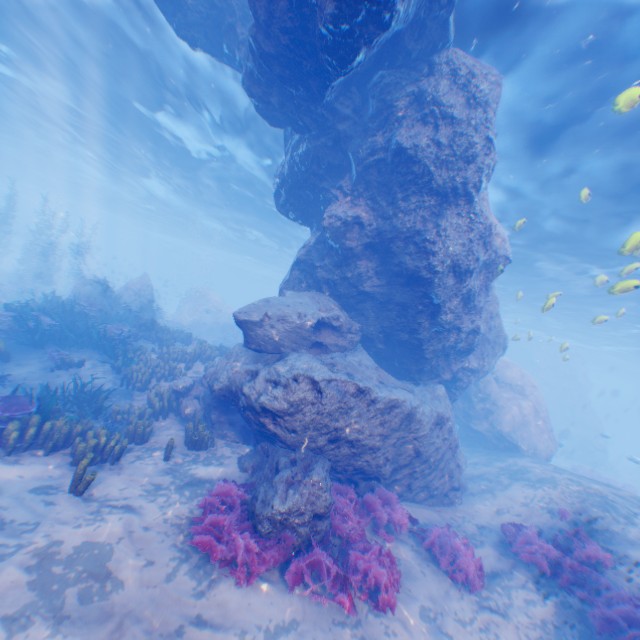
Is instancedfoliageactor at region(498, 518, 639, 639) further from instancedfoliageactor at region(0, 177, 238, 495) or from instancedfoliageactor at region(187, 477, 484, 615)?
instancedfoliageactor at region(0, 177, 238, 495)

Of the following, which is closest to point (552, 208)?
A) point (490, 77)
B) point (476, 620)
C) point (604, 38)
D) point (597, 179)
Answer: point (597, 179)

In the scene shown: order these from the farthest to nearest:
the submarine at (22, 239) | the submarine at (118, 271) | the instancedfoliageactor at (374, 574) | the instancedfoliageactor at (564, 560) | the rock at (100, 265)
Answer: the submarine at (22, 239)
the submarine at (118, 271)
the rock at (100, 265)
the instancedfoliageactor at (564, 560)
the instancedfoliageactor at (374, 574)

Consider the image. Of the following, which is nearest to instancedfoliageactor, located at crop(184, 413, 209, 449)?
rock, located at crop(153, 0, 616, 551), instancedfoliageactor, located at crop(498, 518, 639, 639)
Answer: rock, located at crop(153, 0, 616, 551)

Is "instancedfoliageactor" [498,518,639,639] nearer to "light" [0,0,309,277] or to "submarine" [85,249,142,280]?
"light" [0,0,309,277]

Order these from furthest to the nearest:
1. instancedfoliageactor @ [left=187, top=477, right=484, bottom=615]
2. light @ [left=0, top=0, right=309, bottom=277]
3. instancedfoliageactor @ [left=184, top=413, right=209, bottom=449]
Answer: light @ [left=0, top=0, right=309, bottom=277], instancedfoliageactor @ [left=184, top=413, right=209, bottom=449], instancedfoliageactor @ [left=187, top=477, right=484, bottom=615]

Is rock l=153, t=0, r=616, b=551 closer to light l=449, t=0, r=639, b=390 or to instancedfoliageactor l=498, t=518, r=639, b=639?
light l=449, t=0, r=639, b=390

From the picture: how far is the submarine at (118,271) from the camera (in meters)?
36.84
